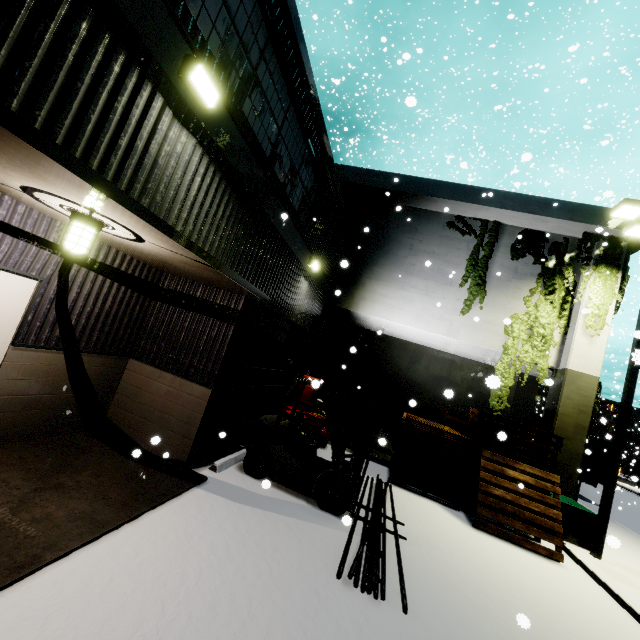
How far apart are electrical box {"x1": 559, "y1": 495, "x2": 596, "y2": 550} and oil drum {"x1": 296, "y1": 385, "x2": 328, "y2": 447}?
6.30m

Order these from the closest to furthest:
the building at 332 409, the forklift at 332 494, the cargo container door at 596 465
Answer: the forklift at 332 494, the building at 332 409, the cargo container door at 596 465

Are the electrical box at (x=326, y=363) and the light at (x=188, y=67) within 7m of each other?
no

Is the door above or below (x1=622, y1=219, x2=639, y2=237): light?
below

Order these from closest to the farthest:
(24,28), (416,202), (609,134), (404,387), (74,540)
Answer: (24,28) → (74,540) → (416,202) → (404,387) → (609,134)

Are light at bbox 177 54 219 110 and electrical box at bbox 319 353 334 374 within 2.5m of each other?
no

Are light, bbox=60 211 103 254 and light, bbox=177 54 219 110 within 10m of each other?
yes

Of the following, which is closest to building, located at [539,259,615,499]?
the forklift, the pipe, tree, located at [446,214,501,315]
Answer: tree, located at [446,214,501,315]
